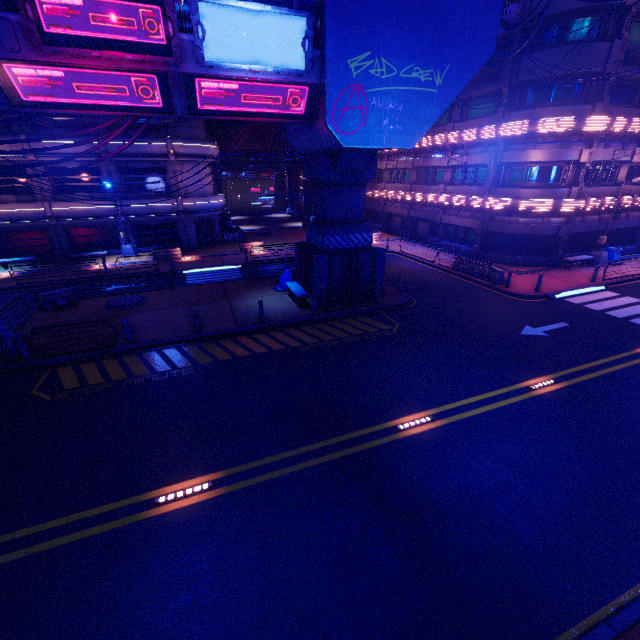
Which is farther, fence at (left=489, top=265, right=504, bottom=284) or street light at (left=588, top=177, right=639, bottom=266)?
street light at (left=588, top=177, right=639, bottom=266)

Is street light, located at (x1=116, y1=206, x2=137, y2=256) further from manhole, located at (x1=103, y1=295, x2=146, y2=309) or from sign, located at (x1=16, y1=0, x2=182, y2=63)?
sign, located at (x1=16, y1=0, x2=182, y2=63)

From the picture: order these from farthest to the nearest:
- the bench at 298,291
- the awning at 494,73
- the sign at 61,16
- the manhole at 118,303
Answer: the awning at 494,73, the manhole at 118,303, the bench at 298,291, the sign at 61,16

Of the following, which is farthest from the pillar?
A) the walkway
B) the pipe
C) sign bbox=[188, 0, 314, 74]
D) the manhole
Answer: the pipe

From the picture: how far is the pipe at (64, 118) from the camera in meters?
21.7 m

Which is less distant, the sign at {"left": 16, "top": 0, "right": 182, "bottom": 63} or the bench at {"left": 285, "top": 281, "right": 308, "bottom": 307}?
the sign at {"left": 16, "top": 0, "right": 182, "bottom": 63}

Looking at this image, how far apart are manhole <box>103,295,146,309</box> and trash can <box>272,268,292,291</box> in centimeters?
713cm

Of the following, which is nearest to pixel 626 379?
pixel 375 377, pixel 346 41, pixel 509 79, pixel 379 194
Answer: pixel 375 377
